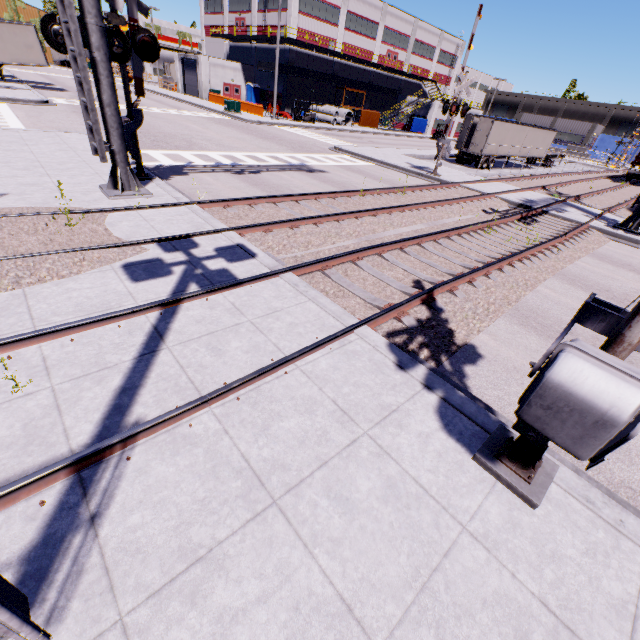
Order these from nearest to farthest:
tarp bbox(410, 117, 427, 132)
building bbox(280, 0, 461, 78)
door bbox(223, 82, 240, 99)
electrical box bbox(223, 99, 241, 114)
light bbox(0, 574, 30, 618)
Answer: light bbox(0, 574, 30, 618) < electrical box bbox(223, 99, 241, 114) < building bbox(280, 0, 461, 78) < door bbox(223, 82, 240, 99) < tarp bbox(410, 117, 427, 132)

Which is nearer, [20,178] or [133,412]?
[133,412]

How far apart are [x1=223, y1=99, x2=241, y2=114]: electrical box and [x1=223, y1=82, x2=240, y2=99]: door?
14.2 meters

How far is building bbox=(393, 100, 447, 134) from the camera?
52.7m

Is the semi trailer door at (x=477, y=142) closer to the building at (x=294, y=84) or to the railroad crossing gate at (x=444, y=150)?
the building at (x=294, y=84)

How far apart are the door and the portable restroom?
0.8 meters

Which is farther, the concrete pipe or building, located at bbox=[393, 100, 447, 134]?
building, located at bbox=[393, 100, 447, 134]

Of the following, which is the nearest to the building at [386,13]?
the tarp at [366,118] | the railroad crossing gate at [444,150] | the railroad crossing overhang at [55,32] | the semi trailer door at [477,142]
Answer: the tarp at [366,118]
